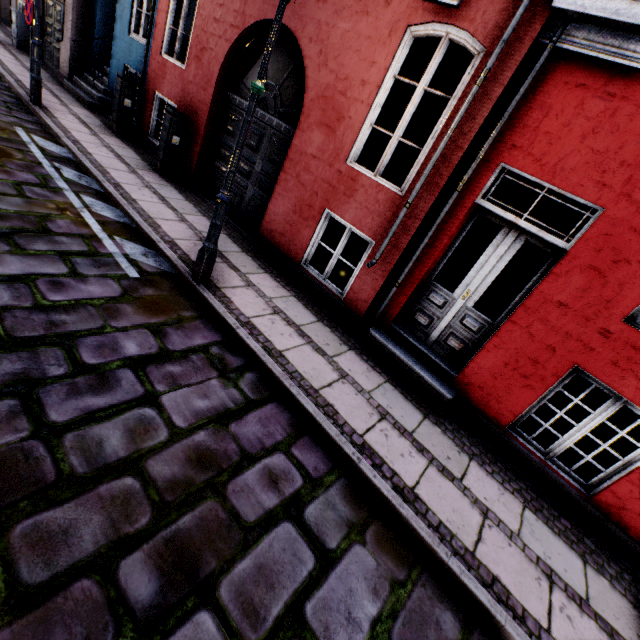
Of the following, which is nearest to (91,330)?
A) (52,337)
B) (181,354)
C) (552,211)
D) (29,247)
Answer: (52,337)

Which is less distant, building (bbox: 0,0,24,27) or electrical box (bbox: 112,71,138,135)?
electrical box (bbox: 112,71,138,135)

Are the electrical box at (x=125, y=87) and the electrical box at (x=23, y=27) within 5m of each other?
no

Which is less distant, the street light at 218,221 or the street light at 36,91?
the street light at 218,221

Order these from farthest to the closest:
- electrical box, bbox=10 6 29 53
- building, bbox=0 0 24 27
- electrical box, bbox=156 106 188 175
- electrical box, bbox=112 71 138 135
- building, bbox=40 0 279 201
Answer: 1. building, bbox=0 0 24 27
2. electrical box, bbox=10 6 29 53
3. electrical box, bbox=112 71 138 135
4. electrical box, bbox=156 106 188 175
5. building, bbox=40 0 279 201

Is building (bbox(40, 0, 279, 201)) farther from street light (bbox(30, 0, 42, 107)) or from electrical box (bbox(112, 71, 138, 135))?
street light (bbox(30, 0, 42, 107))

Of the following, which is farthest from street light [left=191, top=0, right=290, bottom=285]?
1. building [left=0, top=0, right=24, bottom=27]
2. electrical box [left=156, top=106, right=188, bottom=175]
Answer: electrical box [left=156, top=106, right=188, bottom=175]

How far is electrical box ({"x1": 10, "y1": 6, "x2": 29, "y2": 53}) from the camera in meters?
10.7 m
